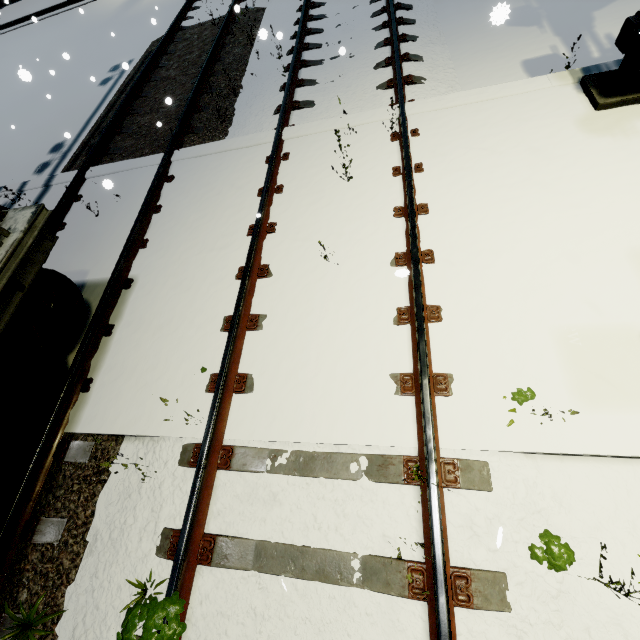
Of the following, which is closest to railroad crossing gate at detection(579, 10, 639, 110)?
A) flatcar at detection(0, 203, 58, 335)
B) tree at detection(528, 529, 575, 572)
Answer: tree at detection(528, 529, 575, 572)

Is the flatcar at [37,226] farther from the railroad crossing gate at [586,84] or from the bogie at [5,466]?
the railroad crossing gate at [586,84]

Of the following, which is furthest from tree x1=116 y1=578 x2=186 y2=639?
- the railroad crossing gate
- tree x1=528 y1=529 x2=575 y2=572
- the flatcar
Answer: the railroad crossing gate

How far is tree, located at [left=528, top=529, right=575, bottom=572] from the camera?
2.3m

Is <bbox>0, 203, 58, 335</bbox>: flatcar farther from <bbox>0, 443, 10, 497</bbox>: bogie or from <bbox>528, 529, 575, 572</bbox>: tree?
<bbox>528, 529, 575, 572</bbox>: tree

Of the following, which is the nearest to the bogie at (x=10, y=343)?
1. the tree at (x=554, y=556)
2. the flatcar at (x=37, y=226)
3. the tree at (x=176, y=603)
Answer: the flatcar at (x=37, y=226)

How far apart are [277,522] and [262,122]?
6.58m

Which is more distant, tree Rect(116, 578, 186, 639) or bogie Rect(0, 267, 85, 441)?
bogie Rect(0, 267, 85, 441)
